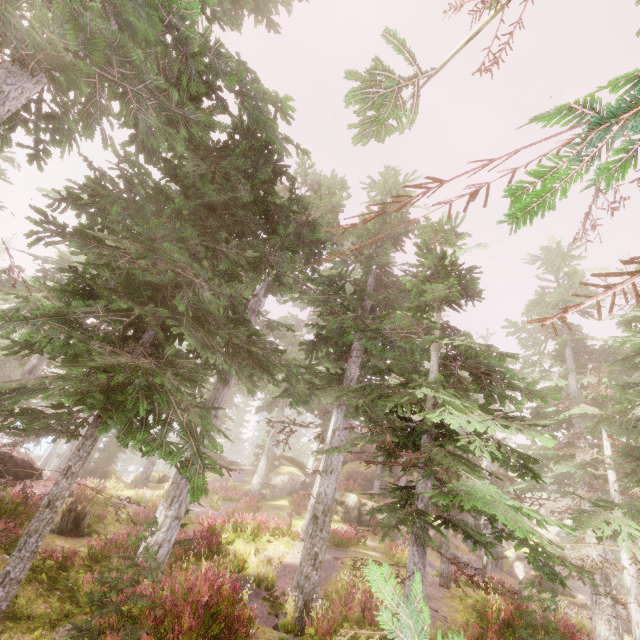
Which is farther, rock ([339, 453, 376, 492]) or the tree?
rock ([339, 453, 376, 492])

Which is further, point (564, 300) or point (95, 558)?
point (564, 300)

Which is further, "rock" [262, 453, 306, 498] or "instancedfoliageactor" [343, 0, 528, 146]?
"rock" [262, 453, 306, 498]

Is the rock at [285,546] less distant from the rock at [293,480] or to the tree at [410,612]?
the tree at [410,612]

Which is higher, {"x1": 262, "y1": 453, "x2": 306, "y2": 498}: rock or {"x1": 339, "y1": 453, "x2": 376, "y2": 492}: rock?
{"x1": 339, "y1": 453, "x2": 376, "y2": 492}: rock

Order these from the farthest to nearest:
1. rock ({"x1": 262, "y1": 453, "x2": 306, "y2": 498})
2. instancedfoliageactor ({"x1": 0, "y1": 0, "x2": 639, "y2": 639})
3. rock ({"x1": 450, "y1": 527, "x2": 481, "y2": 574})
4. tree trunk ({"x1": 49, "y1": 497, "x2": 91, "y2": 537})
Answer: rock ({"x1": 262, "y1": 453, "x2": 306, "y2": 498})
rock ({"x1": 450, "y1": 527, "x2": 481, "y2": 574})
tree trunk ({"x1": 49, "y1": 497, "x2": 91, "y2": 537})
instancedfoliageactor ({"x1": 0, "y1": 0, "x2": 639, "y2": 639})

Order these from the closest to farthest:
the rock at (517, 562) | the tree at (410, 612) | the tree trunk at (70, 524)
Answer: the tree at (410, 612)
the tree trunk at (70, 524)
the rock at (517, 562)
